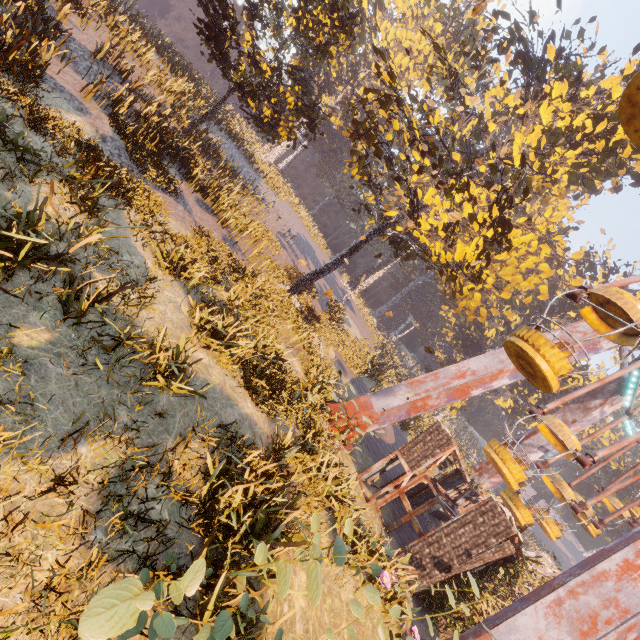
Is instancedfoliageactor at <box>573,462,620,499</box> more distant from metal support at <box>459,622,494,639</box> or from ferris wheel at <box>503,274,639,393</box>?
metal support at <box>459,622,494,639</box>

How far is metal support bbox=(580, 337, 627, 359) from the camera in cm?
1362

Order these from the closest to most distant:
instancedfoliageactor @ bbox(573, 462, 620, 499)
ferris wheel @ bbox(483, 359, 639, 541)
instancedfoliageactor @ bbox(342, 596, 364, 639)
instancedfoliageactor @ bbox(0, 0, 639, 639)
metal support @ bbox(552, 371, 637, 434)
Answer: instancedfoliageactor @ bbox(0, 0, 639, 639) < instancedfoliageactor @ bbox(342, 596, 364, 639) < ferris wheel @ bbox(483, 359, 639, 541) < metal support @ bbox(552, 371, 637, 434) < instancedfoliageactor @ bbox(573, 462, 620, 499)

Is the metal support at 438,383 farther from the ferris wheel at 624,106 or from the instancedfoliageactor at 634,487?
the instancedfoliageactor at 634,487

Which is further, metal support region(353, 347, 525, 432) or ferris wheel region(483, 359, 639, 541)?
metal support region(353, 347, 525, 432)

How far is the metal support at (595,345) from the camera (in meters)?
13.62

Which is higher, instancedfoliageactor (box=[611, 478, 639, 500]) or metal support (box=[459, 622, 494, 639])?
instancedfoliageactor (box=[611, 478, 639, 500])

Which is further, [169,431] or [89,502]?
[169,431]
